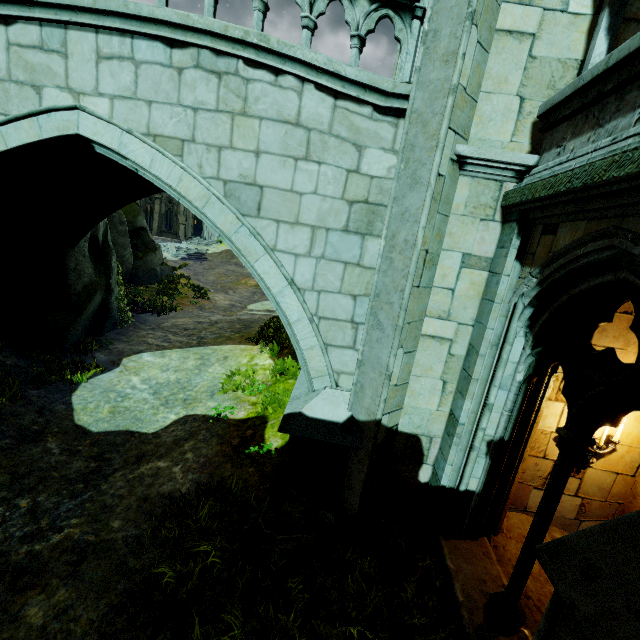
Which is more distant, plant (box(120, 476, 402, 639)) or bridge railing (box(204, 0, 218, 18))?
bridge railing (box(204, 0, 218, 18))

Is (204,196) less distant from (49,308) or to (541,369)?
(541,369)

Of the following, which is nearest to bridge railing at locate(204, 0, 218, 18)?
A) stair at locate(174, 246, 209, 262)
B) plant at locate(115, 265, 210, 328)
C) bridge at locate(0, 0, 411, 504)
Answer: bridge at locate(0, 0, 411, 504)

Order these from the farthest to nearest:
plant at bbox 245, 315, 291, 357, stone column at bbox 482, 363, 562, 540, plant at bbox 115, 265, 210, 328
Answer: plant at bbox 115, 265, 210, 328 < plant at bbox 245, 315, 291, 357 < stone column at bbox 482, 363, 562, 540

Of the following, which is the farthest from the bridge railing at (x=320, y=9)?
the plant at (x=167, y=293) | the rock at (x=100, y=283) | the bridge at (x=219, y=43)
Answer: the plant at (x=167, y=293)

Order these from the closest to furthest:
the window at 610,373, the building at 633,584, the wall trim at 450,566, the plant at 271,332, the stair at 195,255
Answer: the building at 633,584, the window at 610,373, the wall trim at 450,566, the plant at 271,332, the stair at 195,255

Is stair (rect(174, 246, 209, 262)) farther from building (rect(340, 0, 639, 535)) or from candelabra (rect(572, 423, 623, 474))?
candelabra (rect(572, 423, 623, 474))

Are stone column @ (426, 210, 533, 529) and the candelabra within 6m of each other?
yes
